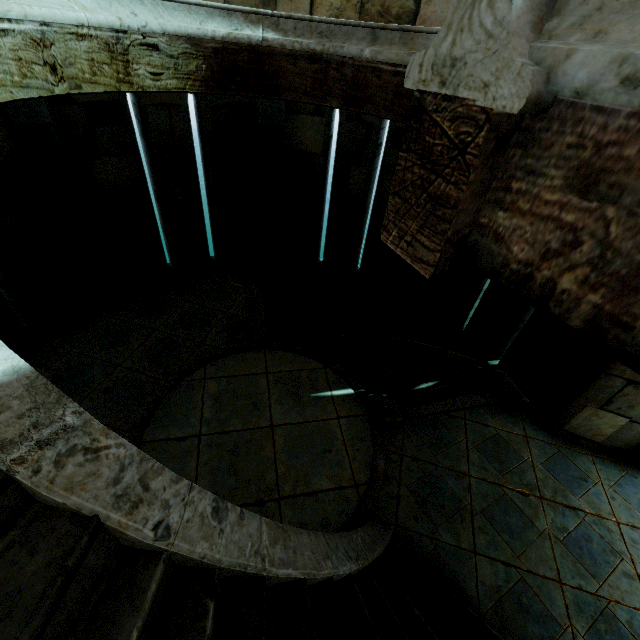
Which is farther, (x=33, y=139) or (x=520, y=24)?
(x=33, y=139)
